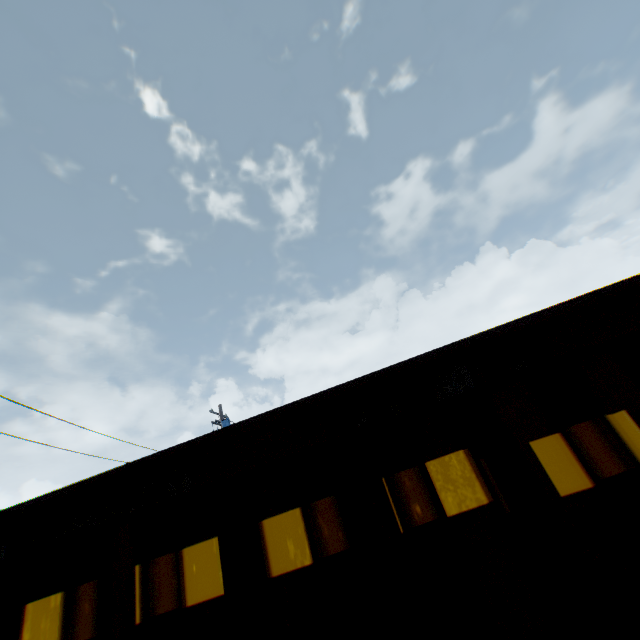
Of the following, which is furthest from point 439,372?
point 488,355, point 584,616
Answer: point 584,616
